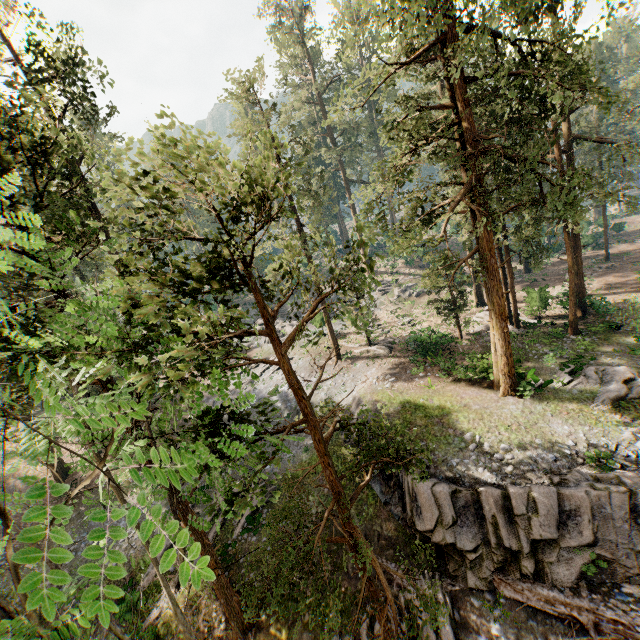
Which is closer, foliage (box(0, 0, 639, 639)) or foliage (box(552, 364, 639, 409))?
foliage (box(0, 0, 639, 639))

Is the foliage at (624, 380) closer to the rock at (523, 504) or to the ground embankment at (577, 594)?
the rock at (523, 504)

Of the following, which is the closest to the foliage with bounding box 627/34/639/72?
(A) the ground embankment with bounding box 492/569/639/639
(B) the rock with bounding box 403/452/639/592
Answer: (B) the rock with bounding box 403/452/639/592

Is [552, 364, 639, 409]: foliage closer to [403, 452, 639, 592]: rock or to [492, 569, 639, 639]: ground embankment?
[403, 452, 639, 592]: rock

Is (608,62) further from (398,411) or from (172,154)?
(172,154)
